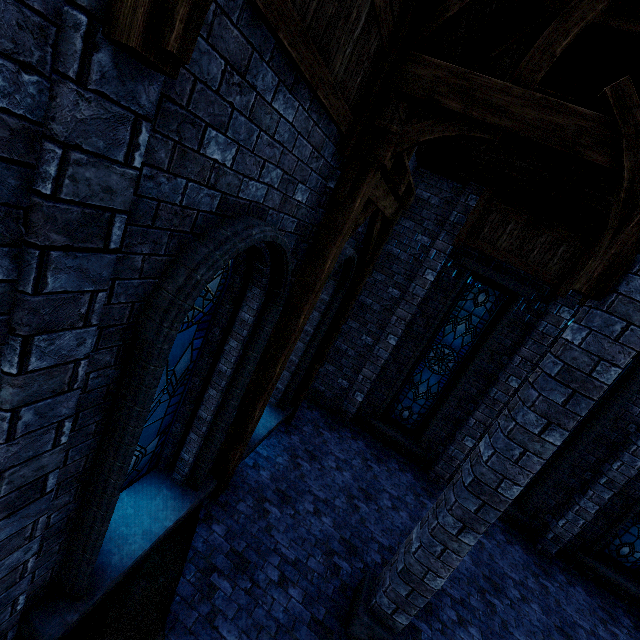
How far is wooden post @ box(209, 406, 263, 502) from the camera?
5.1 meters

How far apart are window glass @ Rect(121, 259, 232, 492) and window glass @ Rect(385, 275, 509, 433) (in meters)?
6.33

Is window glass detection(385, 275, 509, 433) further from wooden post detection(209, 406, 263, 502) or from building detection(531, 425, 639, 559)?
wooden post detection(209, 406, 263, 502)

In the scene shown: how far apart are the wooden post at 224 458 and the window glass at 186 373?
0.8 meters

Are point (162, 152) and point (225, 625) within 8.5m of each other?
yes

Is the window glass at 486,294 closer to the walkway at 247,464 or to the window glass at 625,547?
the walkway at 247,464

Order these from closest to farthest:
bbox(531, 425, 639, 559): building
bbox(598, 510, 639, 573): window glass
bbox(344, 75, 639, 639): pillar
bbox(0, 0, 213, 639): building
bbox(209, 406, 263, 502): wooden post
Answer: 1. bbox(0, 0, 213, 639): building
2. bbox(344, 75, 639, 639): pillar
3. bbox(209, 406, 263, 502): wooden post
4. bbox(531, 425, 639, 559): building
5. bbox(598, 510, 639, 573): window glass

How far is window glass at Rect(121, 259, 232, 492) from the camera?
3.7 meters
